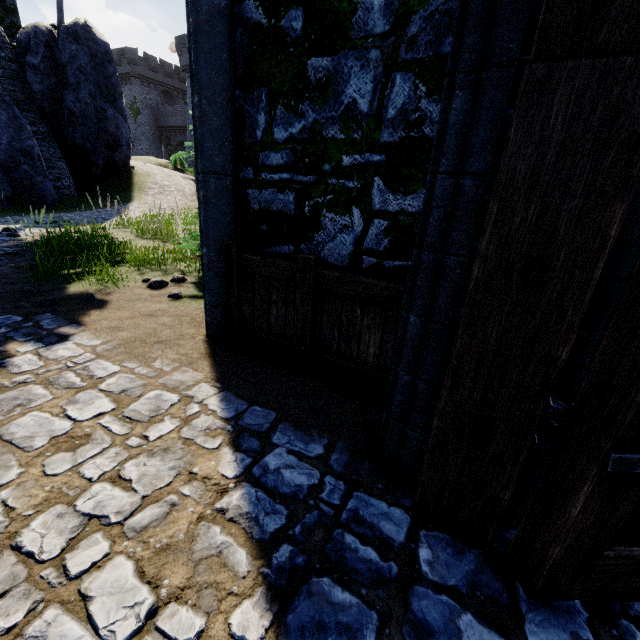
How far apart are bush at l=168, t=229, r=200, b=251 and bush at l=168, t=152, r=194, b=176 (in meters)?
26.90

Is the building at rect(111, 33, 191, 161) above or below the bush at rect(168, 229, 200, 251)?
above

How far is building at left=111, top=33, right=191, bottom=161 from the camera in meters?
42.8

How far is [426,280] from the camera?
1.68m

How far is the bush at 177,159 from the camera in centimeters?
2921cm

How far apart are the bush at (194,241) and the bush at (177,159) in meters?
26.9 m

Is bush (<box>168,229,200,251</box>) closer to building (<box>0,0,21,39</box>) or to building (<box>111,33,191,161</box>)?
building (<box>0,0,21,39</box>)

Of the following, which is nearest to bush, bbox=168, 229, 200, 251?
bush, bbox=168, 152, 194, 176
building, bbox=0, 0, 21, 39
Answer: building, bbox=0, 0, 21, 39
